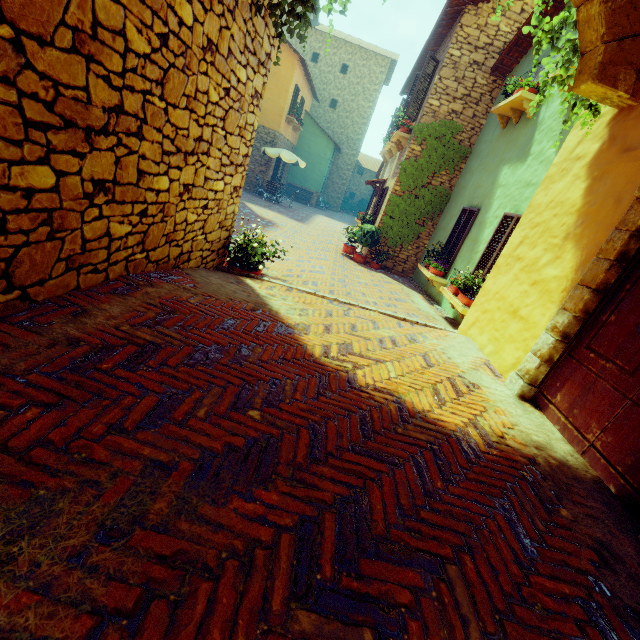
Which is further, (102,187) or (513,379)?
(513,379)

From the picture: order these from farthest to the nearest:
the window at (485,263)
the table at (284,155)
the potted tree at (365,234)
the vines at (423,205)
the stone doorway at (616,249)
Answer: the table at (284,155) < the potted tree at (365,234) < the vines at (423,205) < the window at (485,263) < the stone doorway at (616,249)

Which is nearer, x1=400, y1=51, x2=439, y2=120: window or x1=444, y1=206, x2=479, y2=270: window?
x1=444, y1=206, x2=479, y2=270: window

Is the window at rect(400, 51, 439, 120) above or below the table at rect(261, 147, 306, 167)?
above

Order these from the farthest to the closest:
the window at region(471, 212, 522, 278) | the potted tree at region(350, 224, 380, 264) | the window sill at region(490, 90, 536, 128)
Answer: the potted tree at region(350, 224, 380, 264), the window sill at region(490, 90, 536, 128), the window at region(471, 212, 522, 278)

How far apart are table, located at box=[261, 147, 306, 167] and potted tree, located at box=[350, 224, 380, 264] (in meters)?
8.72

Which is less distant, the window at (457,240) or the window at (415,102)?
the window at (457,240)

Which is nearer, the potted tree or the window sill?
the window sill
